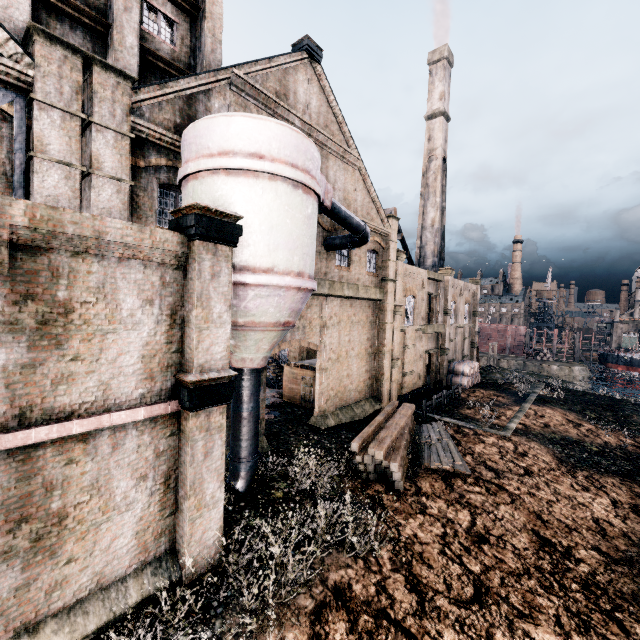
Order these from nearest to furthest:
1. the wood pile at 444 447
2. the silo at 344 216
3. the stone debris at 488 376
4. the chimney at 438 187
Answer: the silo at 344 216 → the wood pile at 444 447 → the stone debris at 488 376 → the chimney at 438 187

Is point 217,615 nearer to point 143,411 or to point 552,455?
point 143,411

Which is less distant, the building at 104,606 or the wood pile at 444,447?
the building at 104,606

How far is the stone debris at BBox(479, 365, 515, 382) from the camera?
40.88m

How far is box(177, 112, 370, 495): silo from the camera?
9.80m

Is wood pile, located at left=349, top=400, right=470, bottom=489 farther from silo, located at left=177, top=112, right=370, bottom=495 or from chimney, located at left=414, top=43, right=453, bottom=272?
chimney, located at left=414, top=43, right=453, bottom=272

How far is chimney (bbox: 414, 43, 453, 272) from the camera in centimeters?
4291cm

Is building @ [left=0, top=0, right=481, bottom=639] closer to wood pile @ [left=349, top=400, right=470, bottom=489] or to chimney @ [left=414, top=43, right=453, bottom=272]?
wood pile @ [left=349, top=400, right=470, bottom=489]
